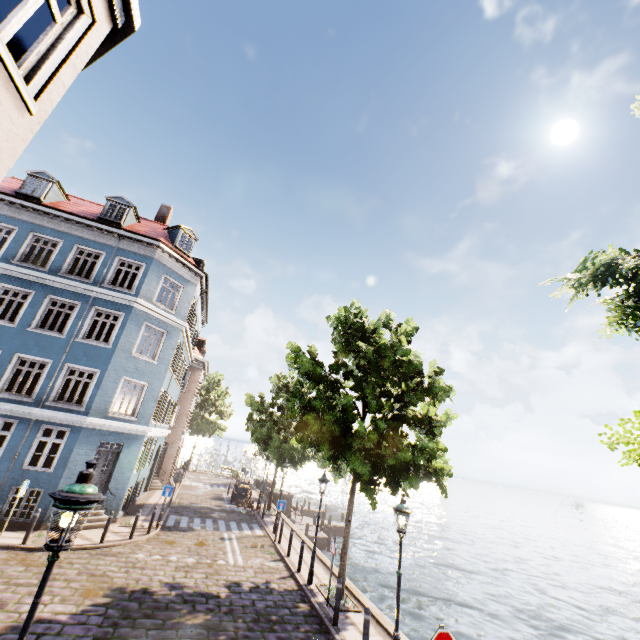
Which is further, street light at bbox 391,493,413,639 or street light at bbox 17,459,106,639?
street light at bbox 391,493,413,639

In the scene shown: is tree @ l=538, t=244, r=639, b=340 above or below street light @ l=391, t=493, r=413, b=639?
above

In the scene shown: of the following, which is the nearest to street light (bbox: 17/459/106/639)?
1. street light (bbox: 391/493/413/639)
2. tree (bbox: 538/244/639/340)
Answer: tree (bbox: 538/244/639/340)

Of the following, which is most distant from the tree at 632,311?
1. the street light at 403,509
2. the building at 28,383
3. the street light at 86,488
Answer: the street light at 86,488

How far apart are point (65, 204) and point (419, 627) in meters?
29.4 m

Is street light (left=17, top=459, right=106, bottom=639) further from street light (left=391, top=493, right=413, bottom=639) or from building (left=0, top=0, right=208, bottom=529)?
street light (left=391, top=493, right=413, bottom=639)

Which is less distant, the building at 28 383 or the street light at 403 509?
the building at 28 383
